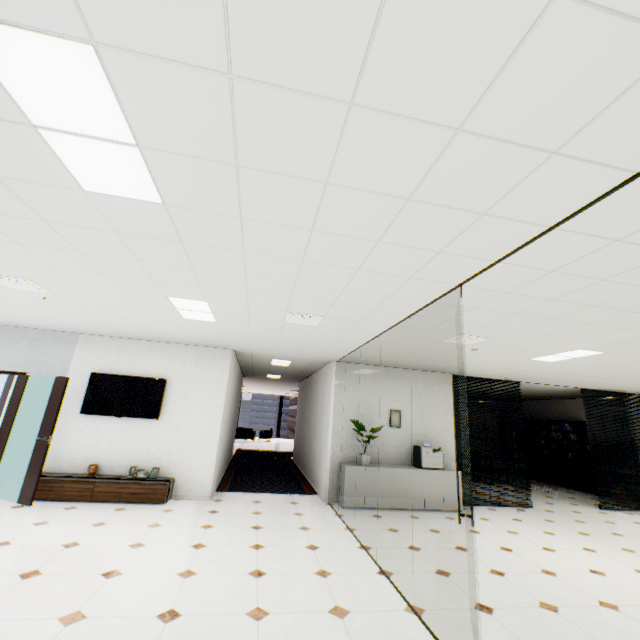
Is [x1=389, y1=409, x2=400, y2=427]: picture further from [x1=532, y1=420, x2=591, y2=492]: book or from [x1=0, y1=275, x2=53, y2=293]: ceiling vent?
[x1=532, y1=420, x2=591, y2=492]: book

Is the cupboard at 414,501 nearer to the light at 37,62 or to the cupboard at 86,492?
the cupboard at 86,492

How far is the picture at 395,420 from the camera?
7.5m

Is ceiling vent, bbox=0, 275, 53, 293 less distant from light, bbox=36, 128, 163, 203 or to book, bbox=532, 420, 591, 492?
light, bbox=36, 128, 163, 203

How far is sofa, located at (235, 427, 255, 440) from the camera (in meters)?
18.09

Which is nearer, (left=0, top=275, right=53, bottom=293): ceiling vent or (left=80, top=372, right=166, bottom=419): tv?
(left=0, top=275, right=53, bottom=293): ceiling vent

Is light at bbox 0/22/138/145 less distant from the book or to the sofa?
the book

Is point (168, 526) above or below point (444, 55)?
below
